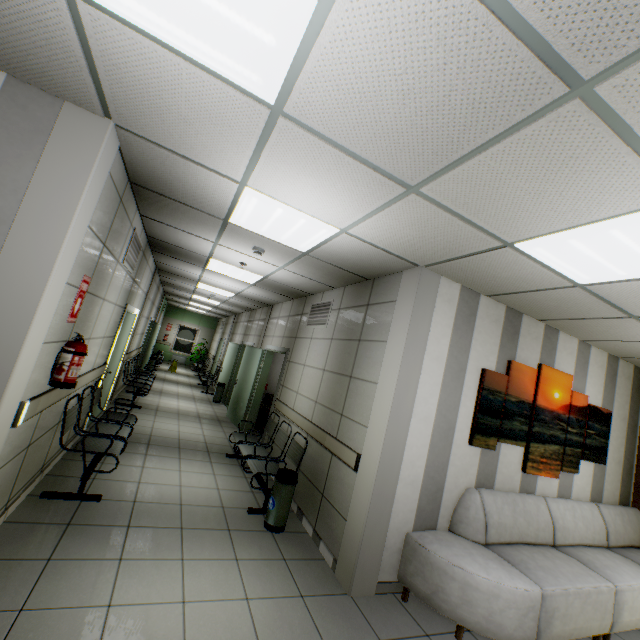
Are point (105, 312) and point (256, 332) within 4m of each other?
no

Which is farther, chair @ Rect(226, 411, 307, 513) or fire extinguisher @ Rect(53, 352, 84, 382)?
chair @ Rect(226, 411, 307, 513)

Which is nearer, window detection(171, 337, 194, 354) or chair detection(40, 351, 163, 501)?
chair detection(40, 351, 163, 501)

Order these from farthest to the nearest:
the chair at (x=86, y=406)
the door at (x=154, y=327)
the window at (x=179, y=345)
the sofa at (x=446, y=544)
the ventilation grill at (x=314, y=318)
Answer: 1. the window at (x=179, y=345)
2. the door at (x=154, y=327)
3. the ventilation grill at (x=314, y=318)
4. the chair at (x=86, y=406)
5. the sofa at (x=446, y=544)

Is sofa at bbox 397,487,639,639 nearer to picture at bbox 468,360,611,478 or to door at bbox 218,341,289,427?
picture at bbox 468,360,611,478

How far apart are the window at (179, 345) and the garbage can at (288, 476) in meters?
16.9 m

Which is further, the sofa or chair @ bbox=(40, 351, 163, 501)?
chair @ bbox=(40, 351, 163, 501)

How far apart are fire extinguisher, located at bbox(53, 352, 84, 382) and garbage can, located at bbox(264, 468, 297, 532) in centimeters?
238cm
